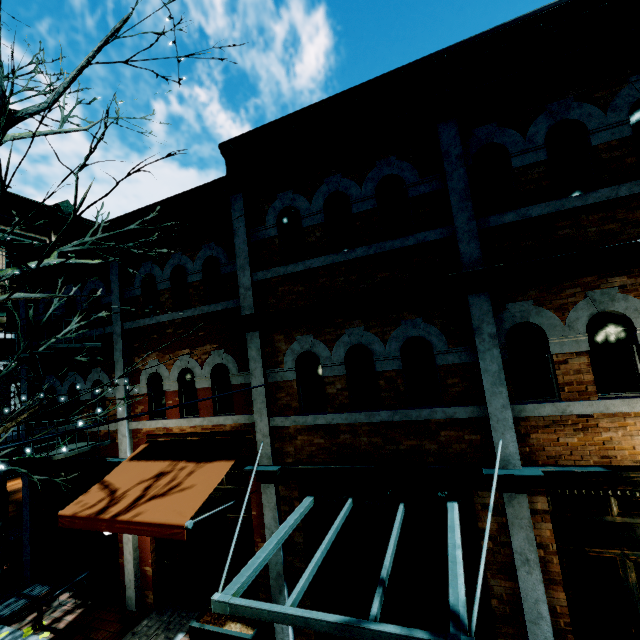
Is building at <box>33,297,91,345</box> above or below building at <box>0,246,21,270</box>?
below

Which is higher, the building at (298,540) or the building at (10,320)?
the building at (10,320)

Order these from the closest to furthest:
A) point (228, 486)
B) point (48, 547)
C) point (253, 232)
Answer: point (253, 232), point (228, 486), point (48, 547)

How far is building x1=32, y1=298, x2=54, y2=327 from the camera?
7.45m

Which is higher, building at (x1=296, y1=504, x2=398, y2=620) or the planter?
building at (x1=296, y1=504, x2=398, y2=620)

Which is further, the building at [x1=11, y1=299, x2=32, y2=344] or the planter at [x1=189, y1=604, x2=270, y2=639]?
the building at [x1=11, y1=299, x2=32, y2=344]

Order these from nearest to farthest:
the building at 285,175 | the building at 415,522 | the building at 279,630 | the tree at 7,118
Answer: the tree at 7,118
the building at 285,175
the building at 415,522
the building at 279,630
